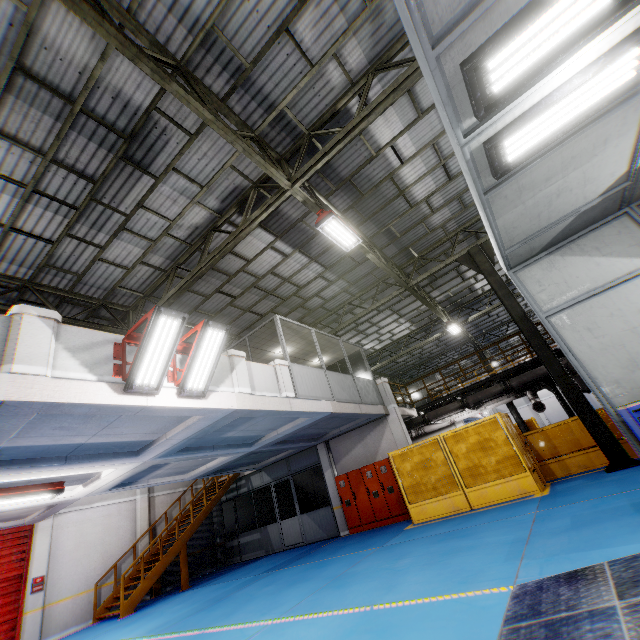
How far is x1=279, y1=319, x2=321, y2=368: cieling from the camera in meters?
11.9 m

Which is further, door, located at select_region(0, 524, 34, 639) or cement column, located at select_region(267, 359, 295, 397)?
door, located at select_region(0, 524, 34, 639)

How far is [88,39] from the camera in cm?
548

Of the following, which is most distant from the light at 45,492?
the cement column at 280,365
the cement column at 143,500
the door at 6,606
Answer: the cement column at 143,500

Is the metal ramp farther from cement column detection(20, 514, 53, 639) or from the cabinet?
cement column detection(20, 514, 53, 639)

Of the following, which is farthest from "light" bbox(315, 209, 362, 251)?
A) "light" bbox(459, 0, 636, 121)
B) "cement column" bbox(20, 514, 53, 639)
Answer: "cement column" bbox(20, 514, 53, 639)

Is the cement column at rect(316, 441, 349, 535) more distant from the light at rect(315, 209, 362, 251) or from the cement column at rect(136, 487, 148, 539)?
the light at rect(315, 209, 362, 251)

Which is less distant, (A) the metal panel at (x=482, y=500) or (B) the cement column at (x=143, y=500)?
(A) the metal panel at (x=482, y=500)
